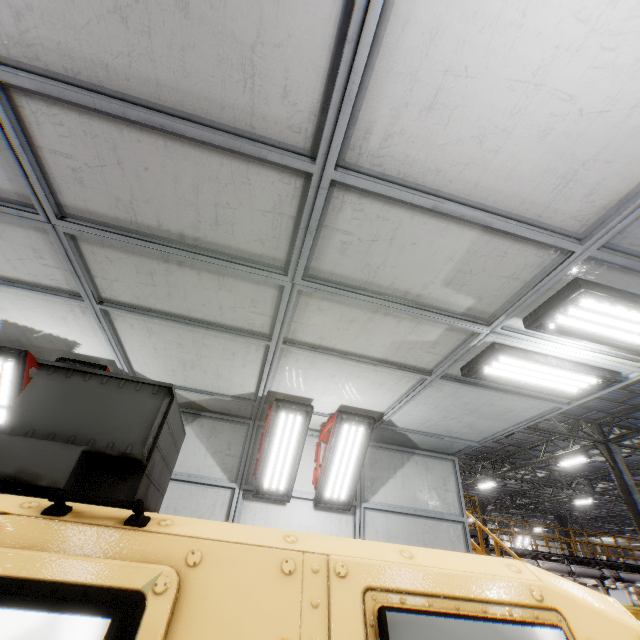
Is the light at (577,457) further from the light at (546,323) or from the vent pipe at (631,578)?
the light at (546,323)

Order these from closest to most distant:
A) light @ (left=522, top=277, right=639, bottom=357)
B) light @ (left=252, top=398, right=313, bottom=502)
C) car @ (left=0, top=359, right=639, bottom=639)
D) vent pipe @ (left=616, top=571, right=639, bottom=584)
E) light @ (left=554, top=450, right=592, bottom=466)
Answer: car @ (left=0, top=359, right=639, bottom=639) → light @ (left=522, top=277, right=639, bottom=357) → light @ (left=252, top=398, right=313, bottom=502) → light @ (left=554, top=450, right=592, bottom=466) → vent pipe @ (left=616, top=571, right=639, bottom=584)

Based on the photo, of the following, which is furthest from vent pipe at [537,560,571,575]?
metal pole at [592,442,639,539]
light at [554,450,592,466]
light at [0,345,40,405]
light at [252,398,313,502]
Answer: light at [0,345,40,405]

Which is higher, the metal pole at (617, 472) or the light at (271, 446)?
the metal pole at (617, 472)

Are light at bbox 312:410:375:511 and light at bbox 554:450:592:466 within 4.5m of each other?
no

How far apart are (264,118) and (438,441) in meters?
5.8 m

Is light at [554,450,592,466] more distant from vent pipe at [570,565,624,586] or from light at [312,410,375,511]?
light at [312,410,375,511]

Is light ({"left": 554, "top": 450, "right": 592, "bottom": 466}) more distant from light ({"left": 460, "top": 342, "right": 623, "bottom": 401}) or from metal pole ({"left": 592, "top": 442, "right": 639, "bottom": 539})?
light ({"left": 460, "top": 342, "right": 623, "bottom": 401})
